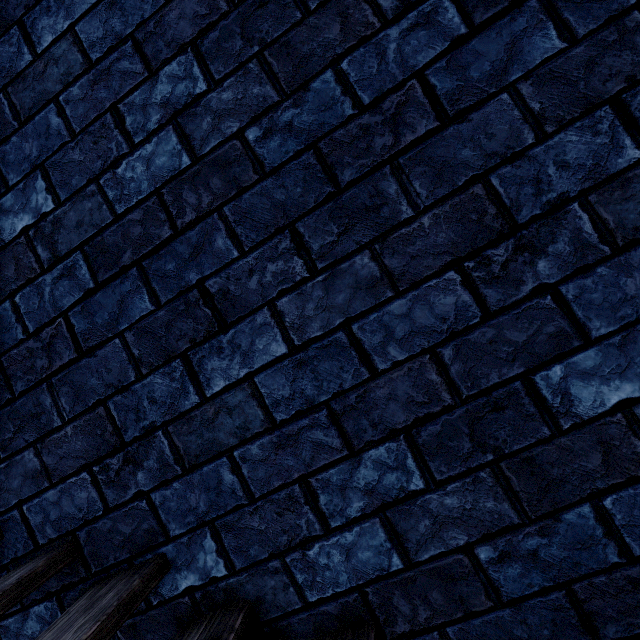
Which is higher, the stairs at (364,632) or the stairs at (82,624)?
the stairs at (82,624)

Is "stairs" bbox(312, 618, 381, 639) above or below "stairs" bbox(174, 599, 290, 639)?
below

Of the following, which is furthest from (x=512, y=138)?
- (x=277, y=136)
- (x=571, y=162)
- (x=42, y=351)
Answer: (x=42, y=351)
